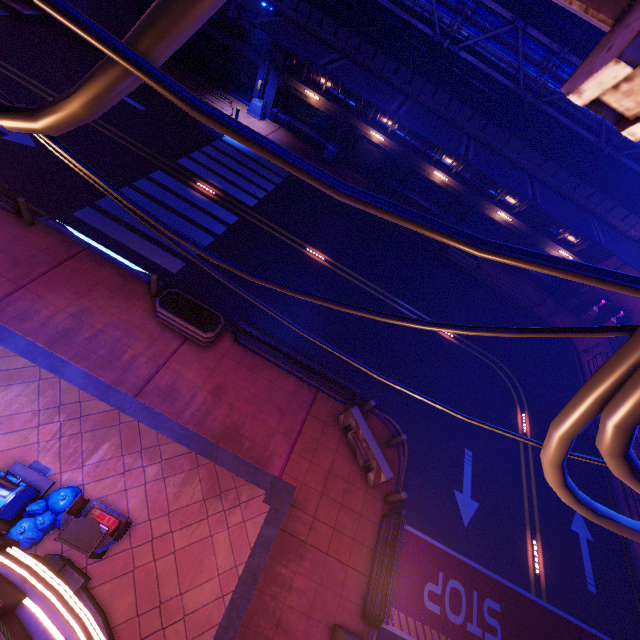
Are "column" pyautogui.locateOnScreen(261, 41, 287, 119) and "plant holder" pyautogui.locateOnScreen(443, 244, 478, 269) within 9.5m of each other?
no

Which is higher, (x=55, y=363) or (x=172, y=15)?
(x=172, y=15)

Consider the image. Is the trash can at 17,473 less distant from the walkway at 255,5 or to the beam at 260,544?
the beam at 260,544

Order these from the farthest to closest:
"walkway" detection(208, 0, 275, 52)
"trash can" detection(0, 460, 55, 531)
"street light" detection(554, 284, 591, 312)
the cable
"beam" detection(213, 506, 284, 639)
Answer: "street light" detection(554, 284, 591, 312) → "walkway" detection(208, 0, 275, 52) → "beam" detection(213, 506, 284, 639) → "trash can" detection(0, 460, 55, 531) → the cable

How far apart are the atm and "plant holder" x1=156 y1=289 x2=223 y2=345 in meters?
5.0

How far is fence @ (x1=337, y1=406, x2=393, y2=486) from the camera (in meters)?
10.39

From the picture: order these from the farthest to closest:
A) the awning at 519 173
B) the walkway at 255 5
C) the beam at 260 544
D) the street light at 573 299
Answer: the street light at 573 299, the walkway at 255 5, the awning at 519 173, the beam at 260 544

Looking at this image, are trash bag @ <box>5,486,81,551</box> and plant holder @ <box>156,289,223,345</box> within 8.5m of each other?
yes
